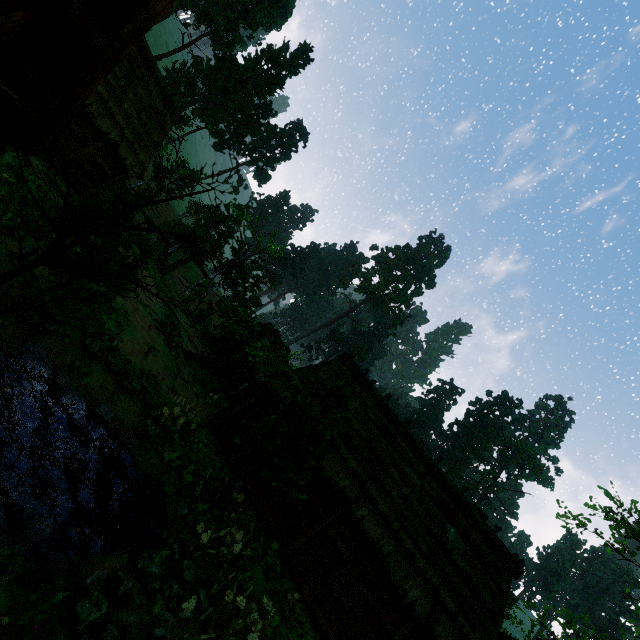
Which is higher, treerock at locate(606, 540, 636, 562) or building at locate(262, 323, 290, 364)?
treerock at locate(606, 540, 636, 562)

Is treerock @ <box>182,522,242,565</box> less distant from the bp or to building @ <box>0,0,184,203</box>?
building @ <box>0,0,184,203</box>

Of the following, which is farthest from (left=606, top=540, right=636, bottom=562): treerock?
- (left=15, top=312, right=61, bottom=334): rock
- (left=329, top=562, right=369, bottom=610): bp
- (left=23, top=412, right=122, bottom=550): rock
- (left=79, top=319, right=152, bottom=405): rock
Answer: (left=329, top=562, right=369, bottom=610): bp

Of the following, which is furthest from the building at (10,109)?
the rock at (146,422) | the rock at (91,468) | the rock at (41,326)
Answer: the rock at (91,468)

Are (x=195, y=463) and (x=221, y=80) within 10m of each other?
no

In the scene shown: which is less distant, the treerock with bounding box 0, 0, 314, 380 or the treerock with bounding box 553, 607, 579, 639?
the treerock with bounding box 0, 0, 314, 380

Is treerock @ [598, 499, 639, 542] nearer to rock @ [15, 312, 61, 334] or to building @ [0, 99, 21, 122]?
building @ [0, 99, 21, 122]

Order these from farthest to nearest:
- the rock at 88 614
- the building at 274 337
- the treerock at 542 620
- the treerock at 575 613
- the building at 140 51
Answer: the building at 274 337 < the treerock at 542 620 < the treerock at 575 613 < the rock at 88 614 < the building at 140 51
